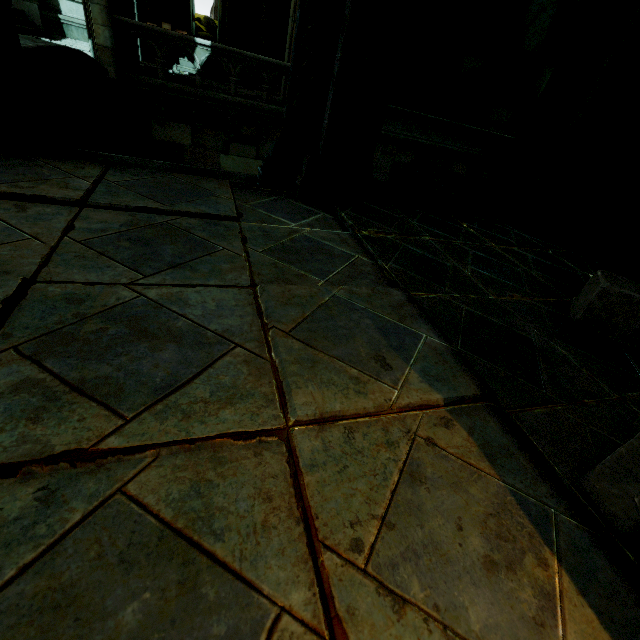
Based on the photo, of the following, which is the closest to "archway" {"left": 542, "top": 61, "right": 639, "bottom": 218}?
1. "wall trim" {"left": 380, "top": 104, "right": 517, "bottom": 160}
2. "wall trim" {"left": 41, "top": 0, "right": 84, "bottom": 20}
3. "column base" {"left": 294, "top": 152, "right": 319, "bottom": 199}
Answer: "column base" {"left": 294, "top": 152, "right": 319, "bottom": 199}

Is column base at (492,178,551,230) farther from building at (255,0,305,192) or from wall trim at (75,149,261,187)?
wall trim at (75,149,261,187)

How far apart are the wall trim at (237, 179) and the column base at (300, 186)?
0.1 meters

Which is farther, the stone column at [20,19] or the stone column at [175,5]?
the stone column at [175,5]

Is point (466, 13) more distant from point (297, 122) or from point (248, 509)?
point (248, 509)

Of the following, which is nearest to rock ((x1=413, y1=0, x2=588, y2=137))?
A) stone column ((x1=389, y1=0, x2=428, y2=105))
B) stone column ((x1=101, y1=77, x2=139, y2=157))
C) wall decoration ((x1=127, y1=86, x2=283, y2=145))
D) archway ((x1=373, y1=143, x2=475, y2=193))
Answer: stone column ((x1=389, y1=0, x2=428, y2=105))

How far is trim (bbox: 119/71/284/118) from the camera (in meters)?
9.37

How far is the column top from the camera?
14.1m
